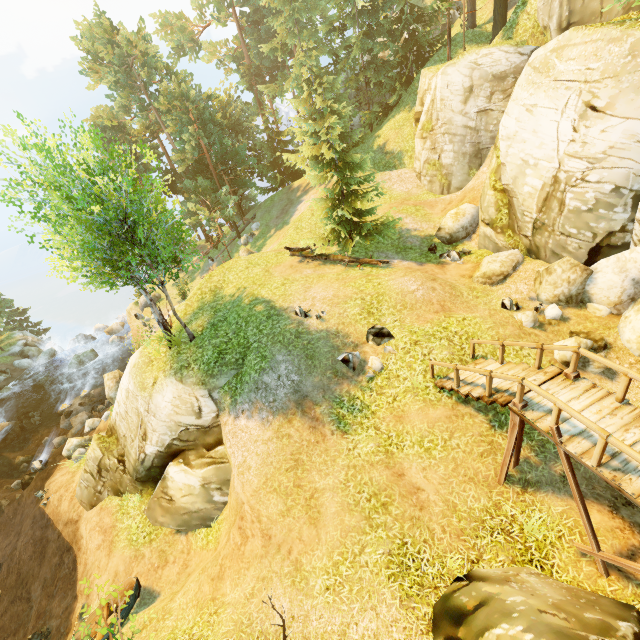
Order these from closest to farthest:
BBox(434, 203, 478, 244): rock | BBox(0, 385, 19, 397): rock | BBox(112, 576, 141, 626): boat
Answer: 1. BBox(112, 576, 141, 626): boat
2. BBox(434, 203, 478, 244): rock
3. BBox(0, 385, 19, 397): rock

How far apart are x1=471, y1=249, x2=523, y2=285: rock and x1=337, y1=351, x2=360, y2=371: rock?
6.07m

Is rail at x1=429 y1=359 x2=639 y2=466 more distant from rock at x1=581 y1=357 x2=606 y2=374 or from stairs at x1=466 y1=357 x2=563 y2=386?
rock at x1=581 y1=357 x2=606 y2=374

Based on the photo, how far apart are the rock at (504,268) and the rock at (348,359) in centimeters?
607cm

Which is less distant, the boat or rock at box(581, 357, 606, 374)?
rock at box(581, 357, 606, 374)

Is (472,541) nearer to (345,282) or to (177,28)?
(345,282)

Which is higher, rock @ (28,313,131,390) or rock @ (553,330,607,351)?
rock @ (553,330,607,351)

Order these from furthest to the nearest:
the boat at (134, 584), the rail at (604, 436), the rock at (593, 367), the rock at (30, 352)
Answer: the rock at (30, 352) < the boat at (134, 584) < the rock at (593, 367) < the rail at (604, 436)
